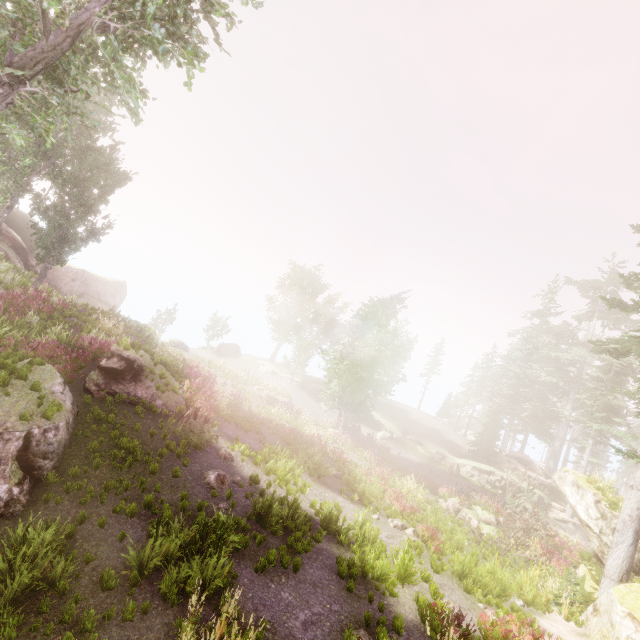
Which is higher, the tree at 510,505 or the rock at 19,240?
the rock at 19,240

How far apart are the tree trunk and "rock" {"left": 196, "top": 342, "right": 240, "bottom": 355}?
32.24m

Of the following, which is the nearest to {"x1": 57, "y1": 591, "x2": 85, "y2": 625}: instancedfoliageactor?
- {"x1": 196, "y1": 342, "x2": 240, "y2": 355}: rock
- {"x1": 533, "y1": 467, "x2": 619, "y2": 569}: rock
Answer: {"x1": 533, "y1": 467, "x2": 619, "y2": 569}: rock

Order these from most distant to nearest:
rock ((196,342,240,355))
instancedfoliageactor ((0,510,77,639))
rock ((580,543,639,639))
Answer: rock ((196,342,240,355)) < rock ((580,543,639,639)) < instancedfoliageactor ((0,510,77,639))

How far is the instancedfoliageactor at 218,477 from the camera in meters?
10.7 m

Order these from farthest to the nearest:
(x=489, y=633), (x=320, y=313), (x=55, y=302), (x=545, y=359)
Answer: (x=320, y=313) → (x=545, y=359) → (x=55, y=302) → (x=489, y=633)

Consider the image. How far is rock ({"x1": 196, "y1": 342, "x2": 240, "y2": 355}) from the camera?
46.0 meters

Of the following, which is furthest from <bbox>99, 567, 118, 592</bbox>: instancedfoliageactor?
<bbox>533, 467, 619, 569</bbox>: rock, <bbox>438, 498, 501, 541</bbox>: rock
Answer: <bbox>438, 498, 501, 541</bbox>: rock
